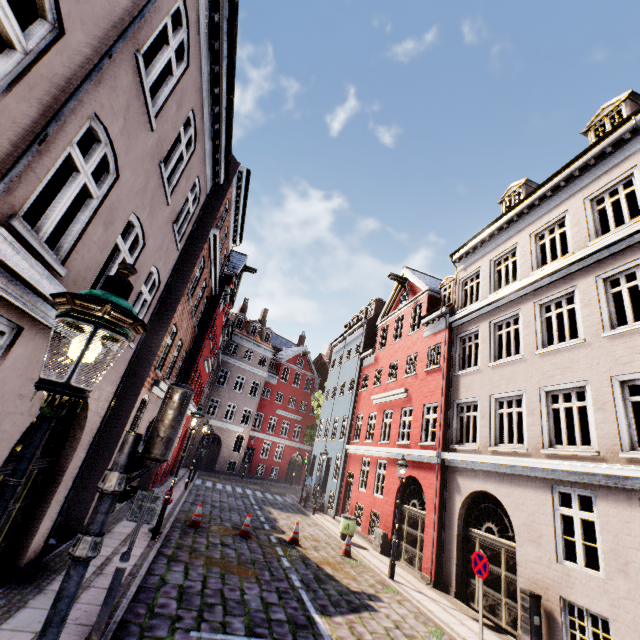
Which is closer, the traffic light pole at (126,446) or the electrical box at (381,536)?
the traffic light pole at (126,446)

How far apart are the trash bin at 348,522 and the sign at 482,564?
8.3m

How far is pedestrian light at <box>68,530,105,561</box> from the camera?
2.7m

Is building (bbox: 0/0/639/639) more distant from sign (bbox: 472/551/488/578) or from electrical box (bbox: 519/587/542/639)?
sign (bbox: 472/551/488/578)

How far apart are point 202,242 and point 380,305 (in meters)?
17.44

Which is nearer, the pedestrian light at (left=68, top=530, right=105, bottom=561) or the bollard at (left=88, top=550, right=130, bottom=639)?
the pedestrian light at (left=68, top=530, right=105, bottom=561)

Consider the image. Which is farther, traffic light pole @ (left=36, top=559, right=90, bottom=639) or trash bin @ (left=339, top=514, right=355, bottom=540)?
trash bin @ (left=339, top=514, right=355, bottom=540)

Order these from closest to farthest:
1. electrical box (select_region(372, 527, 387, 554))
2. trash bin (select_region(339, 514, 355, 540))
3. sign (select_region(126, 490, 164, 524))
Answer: sign (select_region(126, 490, 164, 524)) → electrical box (select_region(372, 527, 387, 554)) → trash bin (select_region(339, 514, 355, 540))
